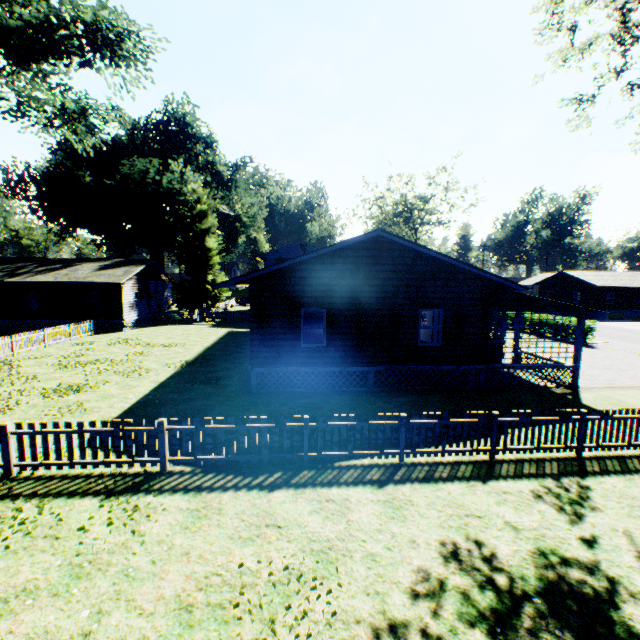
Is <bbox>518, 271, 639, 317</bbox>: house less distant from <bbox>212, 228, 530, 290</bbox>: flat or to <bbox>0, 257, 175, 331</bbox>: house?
<bbox>212, 228, 530, 290</bbox>: flat

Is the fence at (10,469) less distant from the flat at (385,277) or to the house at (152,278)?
the house at (152,278)

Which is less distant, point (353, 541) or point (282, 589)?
point (282, 589)

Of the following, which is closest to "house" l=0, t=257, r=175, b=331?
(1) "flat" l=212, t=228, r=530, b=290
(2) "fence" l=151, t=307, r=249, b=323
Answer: (2) "fence" l=151, t=307, r=249, b=323

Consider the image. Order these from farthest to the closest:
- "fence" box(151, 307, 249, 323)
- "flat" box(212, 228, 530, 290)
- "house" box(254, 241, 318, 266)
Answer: "house" box(254, 241, 318, 266)
"fence" box(151, 307, 249, 323)
"flat" box(212, 228, 530, 290)

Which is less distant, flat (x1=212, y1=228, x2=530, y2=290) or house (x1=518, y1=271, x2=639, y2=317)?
flat (x1=212, y1=228, x2=530, y2=290)

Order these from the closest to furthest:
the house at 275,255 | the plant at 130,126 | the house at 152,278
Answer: the plant at 130,126, the house at 152,278, the house at 275,255

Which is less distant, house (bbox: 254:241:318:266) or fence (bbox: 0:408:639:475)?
fence (bbox: 0:408:639:475)
